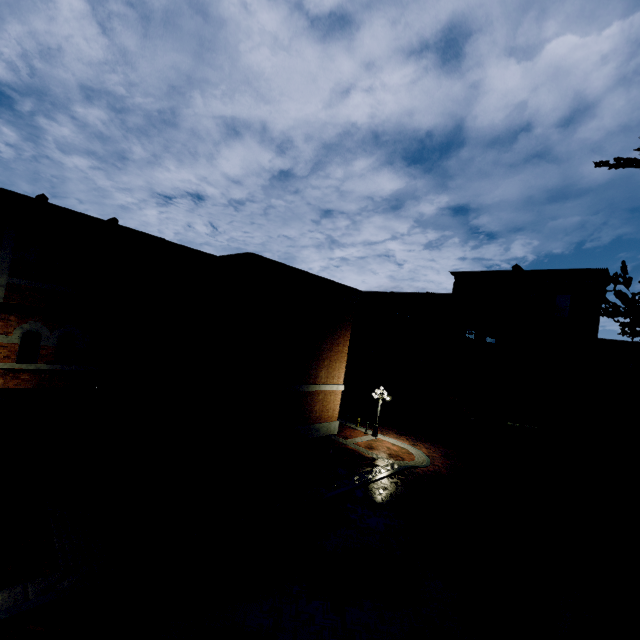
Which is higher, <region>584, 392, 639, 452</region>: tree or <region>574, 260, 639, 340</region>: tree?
<region>574, 260, 639, 340</region>: tree

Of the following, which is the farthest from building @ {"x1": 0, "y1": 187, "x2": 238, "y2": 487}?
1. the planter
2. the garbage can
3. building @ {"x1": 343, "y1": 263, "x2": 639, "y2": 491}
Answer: the garbage can

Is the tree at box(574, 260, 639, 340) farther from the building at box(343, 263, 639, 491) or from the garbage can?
the garbage can

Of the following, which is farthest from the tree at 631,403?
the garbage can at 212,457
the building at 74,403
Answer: the garbage can at 212,457

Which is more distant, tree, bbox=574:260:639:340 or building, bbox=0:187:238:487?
building, bbox=0:187:238:487

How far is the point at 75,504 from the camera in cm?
1055

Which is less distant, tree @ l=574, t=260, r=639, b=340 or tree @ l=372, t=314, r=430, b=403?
tree @ l=574, t=260, r=639, b=340
